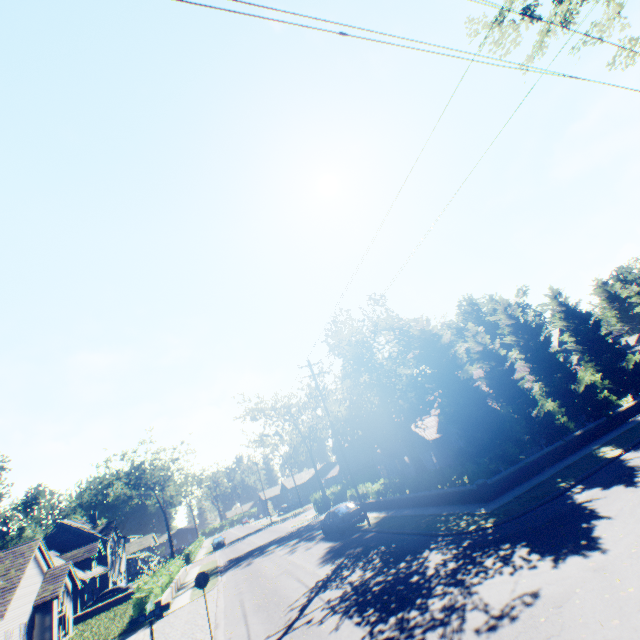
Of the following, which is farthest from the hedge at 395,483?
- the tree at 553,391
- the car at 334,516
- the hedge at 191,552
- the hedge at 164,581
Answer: the hedge at 191,552

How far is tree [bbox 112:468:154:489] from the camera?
57.88m

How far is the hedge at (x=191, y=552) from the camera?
45.75m

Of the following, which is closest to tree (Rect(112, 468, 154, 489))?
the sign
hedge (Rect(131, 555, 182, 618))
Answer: the sign

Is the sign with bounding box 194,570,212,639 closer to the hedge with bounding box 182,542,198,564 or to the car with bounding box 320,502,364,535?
the car with bounding box 320,502,364,535

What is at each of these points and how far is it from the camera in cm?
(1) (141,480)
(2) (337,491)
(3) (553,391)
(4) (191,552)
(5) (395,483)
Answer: (1) tree, 5997
(2) hedge, 4306
(3) tree, 2173
(4) hedge, 4622
(5) hedge, 2320

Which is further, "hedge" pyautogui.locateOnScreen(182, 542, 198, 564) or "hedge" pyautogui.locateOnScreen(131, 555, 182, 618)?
"hedge" pyautogui.locateOnScreen(182, 542, 198, 564)

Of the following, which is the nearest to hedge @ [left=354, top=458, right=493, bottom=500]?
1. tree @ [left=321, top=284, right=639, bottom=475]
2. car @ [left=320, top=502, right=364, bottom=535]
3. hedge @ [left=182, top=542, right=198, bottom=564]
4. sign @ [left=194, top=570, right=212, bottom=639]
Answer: tree @ [left=321, top=284, right=639, bottom=475]
